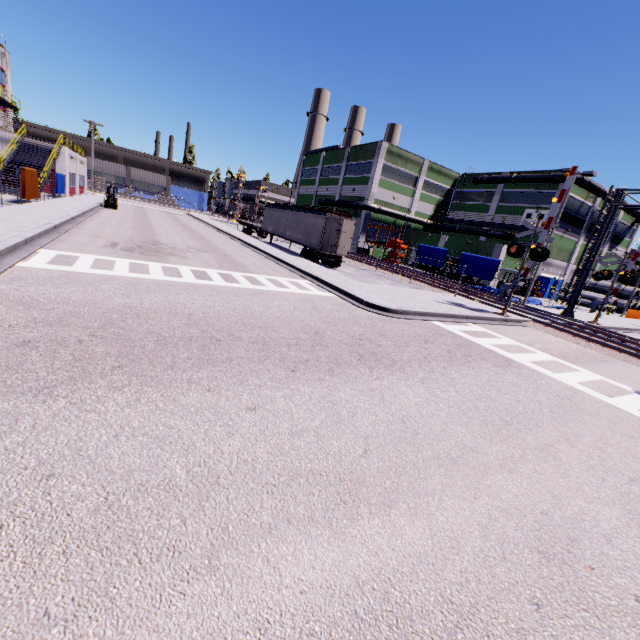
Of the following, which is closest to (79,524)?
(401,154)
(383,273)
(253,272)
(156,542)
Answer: (156,542)

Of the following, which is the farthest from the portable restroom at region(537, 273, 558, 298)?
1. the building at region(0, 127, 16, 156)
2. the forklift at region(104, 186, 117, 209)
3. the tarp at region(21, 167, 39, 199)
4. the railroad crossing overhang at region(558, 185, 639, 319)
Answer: the forklift at region(104, 186, 117, 209)

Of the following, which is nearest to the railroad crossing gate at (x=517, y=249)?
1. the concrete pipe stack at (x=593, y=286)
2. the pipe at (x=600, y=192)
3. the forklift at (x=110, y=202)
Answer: the pipe at (x=600, y=192)

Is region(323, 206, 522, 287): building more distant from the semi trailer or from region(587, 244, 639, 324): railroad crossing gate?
region(587, 244, 639, 324): railroad crossing gate

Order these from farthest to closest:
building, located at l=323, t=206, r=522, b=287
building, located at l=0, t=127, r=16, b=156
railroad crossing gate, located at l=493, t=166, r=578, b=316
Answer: building, located at l=323, t=206, r=522, b=287, building, located at l=0, t=127, r=16, b=156, railroad crossing gate, located at l=493, t=166, r=578, b=316

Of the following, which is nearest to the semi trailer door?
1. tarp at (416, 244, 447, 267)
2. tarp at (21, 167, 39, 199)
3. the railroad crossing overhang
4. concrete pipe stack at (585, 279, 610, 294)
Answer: tarp at (416, 244, 447, 267)

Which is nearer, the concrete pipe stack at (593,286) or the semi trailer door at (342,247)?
the semi trailer door at (342,247)

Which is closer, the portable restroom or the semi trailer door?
the semi trailer door
